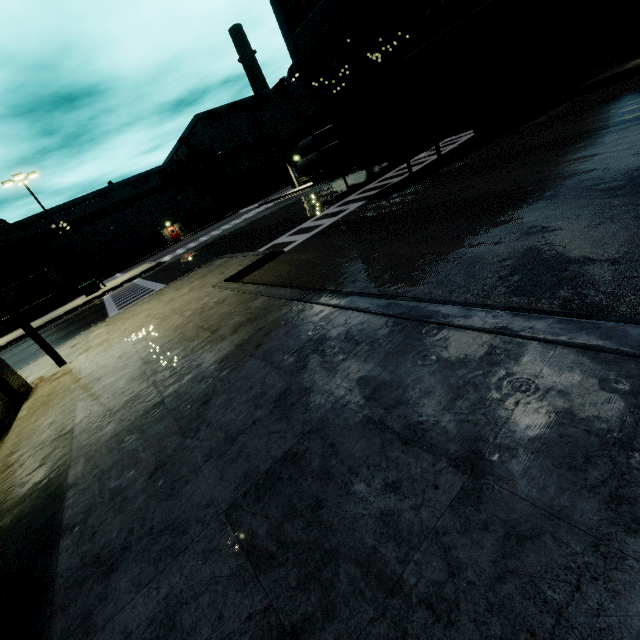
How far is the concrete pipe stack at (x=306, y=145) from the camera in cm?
1520

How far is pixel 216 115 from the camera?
54.8m

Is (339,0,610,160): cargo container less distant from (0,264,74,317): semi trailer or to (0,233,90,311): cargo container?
(0,264,74,317): semi trailer

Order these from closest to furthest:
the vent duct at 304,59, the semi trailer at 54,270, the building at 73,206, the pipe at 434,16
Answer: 1. the pipe at 434,16
2. the vent duct at 304,59
3. the semi trailer at 54,270
4. the building at 73,206

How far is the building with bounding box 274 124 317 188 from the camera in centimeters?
3195cm

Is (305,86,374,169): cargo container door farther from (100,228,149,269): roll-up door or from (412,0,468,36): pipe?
(100,228,149,269): roll-up door

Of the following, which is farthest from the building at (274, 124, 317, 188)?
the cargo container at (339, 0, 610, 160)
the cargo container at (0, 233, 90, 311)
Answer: the cargo container at (0, 233, 90, 311)

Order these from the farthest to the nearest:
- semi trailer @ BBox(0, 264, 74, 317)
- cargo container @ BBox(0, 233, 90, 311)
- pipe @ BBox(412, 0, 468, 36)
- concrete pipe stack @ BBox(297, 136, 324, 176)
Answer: cargo container @ BBox(0, 233, 90, 311) → semi trailer @ BBox(0, 264, 74, 317) → pipe @ BBox(412, 0, 468, 36) → concrete pipe stack @ BBox(297, 136, 324, 176)
